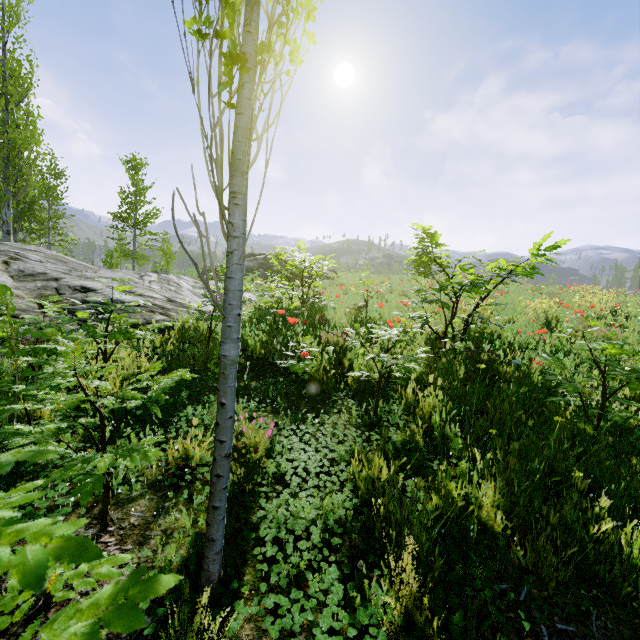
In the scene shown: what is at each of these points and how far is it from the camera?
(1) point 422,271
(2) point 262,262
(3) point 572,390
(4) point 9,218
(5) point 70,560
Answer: (1) instancedfoliageactor, 4.9m
(2) rock, 25.6m
(3) instancedfoliageactor, 2.6m
(4) instancedfoliageactor, 11.0m
(5) instancedfoliageactor, 0.6m

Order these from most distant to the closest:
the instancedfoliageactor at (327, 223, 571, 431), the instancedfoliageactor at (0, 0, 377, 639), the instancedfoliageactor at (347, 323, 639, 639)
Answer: the instancedfoliageactor at (327, 223, 571, 431) < the instancedfoliageactor at (347, 323, 639, 639) < the instancedfoliageactor at (0, 0, 377, 639)

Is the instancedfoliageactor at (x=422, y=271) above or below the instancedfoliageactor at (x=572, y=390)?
above

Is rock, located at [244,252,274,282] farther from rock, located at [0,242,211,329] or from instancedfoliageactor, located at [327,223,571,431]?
instancedfoliageactor, located at [327,223,571,431]

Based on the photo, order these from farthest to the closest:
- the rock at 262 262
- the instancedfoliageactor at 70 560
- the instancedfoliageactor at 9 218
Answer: the rock at 262 262 → the instancedfoliageactor at 9 218 → the instancedfoliageactor at 70 560

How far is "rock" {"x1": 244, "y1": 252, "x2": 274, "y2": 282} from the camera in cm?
2402

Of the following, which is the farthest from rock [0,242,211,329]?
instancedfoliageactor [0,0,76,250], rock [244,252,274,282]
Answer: rock [244,252,274,282]
